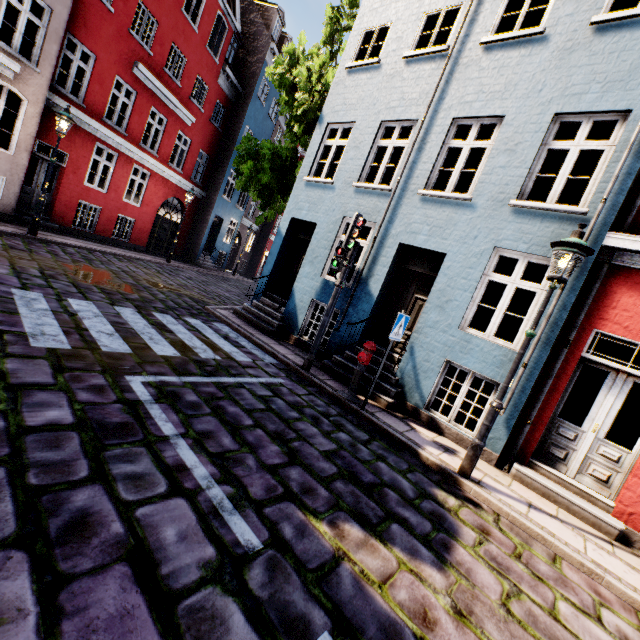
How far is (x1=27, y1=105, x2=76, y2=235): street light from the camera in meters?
9.4 m

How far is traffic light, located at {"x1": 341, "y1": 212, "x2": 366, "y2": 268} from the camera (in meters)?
6.44

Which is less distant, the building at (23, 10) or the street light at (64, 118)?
the building at (23, 10)

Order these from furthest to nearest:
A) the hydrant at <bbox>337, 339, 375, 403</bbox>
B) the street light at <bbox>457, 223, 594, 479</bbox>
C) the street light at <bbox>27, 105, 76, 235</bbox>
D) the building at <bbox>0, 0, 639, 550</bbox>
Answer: the street light at <bbox>27, 105, 76, 235</bbox>
the hydrant at <bbox>337, 339, 375, 403</bbox>
the building at <bbox>0, 0, 639, 550</bbox>
the street light at <bbox>457, 223, 594, 479</bbox>

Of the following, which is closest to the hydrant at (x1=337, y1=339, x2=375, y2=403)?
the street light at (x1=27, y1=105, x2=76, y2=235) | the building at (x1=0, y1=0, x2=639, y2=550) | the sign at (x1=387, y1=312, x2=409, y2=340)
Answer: the sign at (x1=387, y1=312, x2=409, y2=340)

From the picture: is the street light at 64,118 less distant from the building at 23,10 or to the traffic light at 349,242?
the building at 23,10

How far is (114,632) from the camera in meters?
1.6

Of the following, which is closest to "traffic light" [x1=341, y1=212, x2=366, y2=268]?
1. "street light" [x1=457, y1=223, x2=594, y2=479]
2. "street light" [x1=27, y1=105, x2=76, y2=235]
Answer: "street light" [x1=457, y1=223, x2=594, y2=479]
